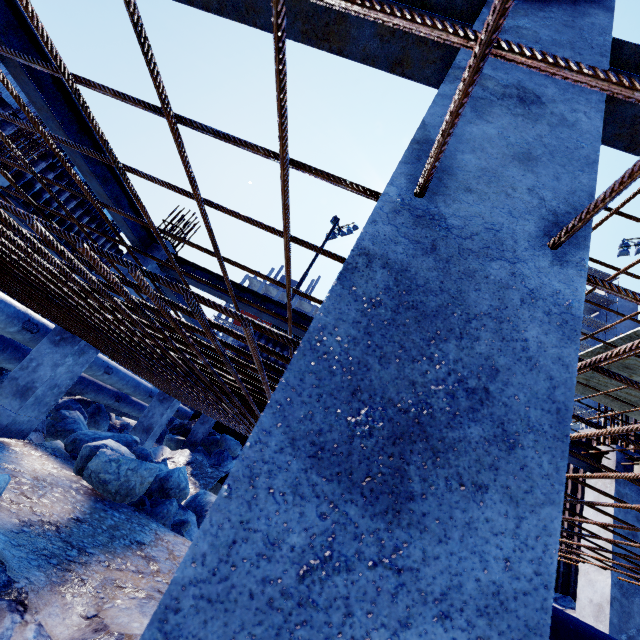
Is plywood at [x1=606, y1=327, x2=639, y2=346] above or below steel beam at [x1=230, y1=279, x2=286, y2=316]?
above

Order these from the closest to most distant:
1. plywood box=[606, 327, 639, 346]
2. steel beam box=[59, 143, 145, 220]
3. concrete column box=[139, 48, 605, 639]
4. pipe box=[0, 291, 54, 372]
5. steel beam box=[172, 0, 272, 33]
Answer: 1. concrete column box=[139, 48, 605, 639]
2. steel beam box=[172, 0, 272, 33]
3. plywood box=[606, 327, 639, 346]
4. steel beam box=[59, 143, 145, 220]
5. pipe box=[0, 291, 54, 372]

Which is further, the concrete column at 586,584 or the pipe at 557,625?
the concrete column at 586,584

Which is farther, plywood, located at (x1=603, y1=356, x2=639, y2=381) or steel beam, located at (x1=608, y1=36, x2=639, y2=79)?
plywood, located at (x1=603, y1=356, x2=639, y2=381)

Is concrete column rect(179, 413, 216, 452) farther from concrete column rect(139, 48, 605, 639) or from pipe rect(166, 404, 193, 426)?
concrete column rect(139, 48, 605, 639)

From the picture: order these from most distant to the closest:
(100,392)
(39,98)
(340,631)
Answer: (100,392) → (39,98) → (340,631)

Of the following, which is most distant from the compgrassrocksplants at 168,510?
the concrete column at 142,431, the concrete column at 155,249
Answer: the concrete column at 142,431

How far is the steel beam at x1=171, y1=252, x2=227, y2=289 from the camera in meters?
6.8
